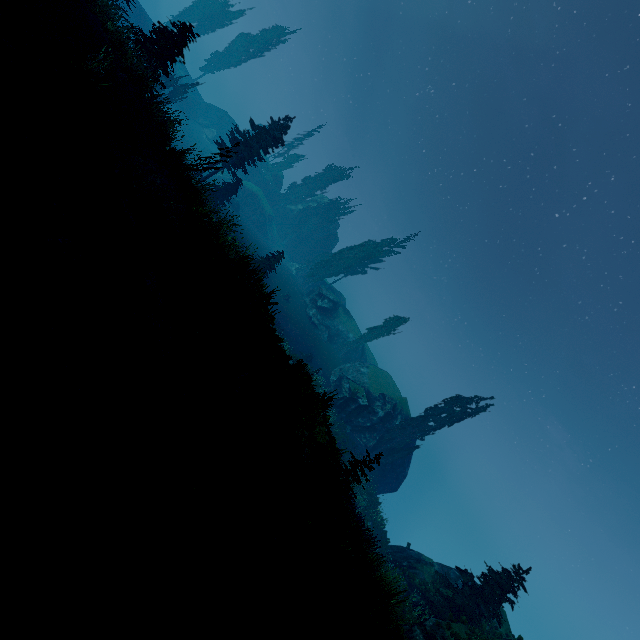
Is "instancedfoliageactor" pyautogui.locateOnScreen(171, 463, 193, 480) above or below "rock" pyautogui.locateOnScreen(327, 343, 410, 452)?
below

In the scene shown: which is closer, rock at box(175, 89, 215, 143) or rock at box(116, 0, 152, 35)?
rock at box(116, 0, 152, 35)

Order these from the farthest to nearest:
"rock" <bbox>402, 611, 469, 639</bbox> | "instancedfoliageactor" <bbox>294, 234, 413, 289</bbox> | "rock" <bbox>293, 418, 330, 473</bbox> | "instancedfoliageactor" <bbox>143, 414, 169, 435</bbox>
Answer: "instancedfoliageactor" <bbox>294, 234, 413, 289</bbox>, "rock" <bbox>402, 611, 469, 639</bbox>, "rock" <bbox>293, 418, 330, 473</bbox>, "instancedfoliageactor" <bbox>143, 414, 169, 435</bbox>

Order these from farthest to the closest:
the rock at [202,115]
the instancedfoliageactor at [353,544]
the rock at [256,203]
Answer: the rock at [202,115]
the rock at [256,203]
the instancedfoliageactor at [353,544]

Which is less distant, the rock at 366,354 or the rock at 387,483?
the rock at 366,354

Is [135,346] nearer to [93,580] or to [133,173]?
[93,580]

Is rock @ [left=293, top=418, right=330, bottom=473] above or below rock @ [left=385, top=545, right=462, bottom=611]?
above

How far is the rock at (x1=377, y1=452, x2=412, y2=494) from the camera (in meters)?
34.94
